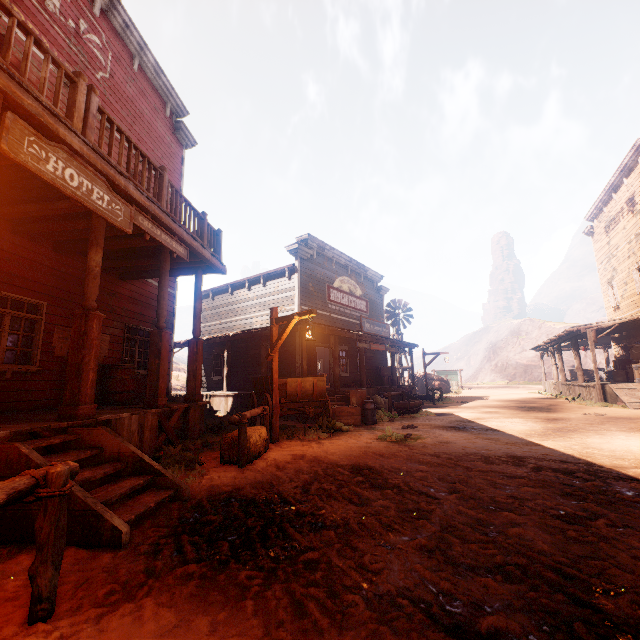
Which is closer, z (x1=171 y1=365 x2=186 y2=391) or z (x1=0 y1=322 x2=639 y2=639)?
z (x1=0 y1=322 x2=639 y2=639)

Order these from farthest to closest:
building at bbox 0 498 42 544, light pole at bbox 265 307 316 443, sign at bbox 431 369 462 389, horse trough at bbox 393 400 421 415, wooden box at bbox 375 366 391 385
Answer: sign at bbox 431 369 462 389 → wooden box at bbox 375 366 391 385 → horse trough at bbox 393 400 421 415 → light pole at bbox 265 307 316 443 → building at bbox 0 498 42 544

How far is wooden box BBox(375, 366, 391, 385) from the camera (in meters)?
20.28

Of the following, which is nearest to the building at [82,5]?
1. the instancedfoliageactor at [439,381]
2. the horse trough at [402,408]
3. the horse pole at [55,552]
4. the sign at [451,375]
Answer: the horse pole at [55,552]

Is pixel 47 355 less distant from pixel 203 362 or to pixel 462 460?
pixel 462 460

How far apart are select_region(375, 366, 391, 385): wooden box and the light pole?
13.2 meters

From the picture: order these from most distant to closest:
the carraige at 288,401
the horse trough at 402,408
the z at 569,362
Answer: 1. the z at 569,362
2. the horse trough at 402,408
3. the carraige at 288,401

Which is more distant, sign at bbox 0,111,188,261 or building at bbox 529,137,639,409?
building at bbox 529,137,639,409
